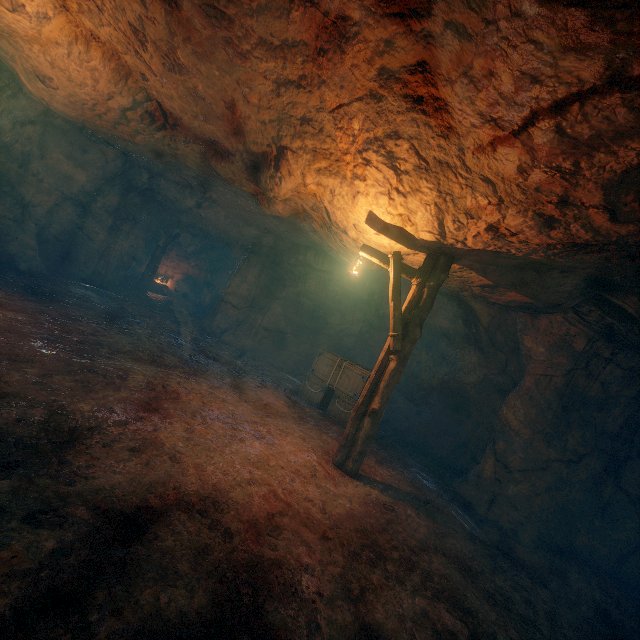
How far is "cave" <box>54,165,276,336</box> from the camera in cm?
1283

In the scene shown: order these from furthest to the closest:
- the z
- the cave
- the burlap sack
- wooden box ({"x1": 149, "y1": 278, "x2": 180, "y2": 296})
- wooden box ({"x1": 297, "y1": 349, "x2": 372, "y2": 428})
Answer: wooden box ({"x1": 149, "y1": 278, "x2": 180, "y2": 296}), the cave, wooden box ({"x1": 297, "y1": 349, "x2": 372, "y2": 428}), the z, the burlap sack

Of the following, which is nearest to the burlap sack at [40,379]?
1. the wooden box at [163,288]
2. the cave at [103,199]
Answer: the cave at [103,199]

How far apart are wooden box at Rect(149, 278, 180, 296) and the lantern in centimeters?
1820cm

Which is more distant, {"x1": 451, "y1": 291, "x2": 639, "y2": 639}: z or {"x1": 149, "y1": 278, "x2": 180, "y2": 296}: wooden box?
{"x1": 149, "y1": 278, "x2": 180, "y2": 296}: wooden box

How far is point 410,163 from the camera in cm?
466

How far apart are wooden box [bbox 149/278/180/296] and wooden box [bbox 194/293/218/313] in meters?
1.6

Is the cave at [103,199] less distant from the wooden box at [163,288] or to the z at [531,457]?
the wooden box at [163,288]
